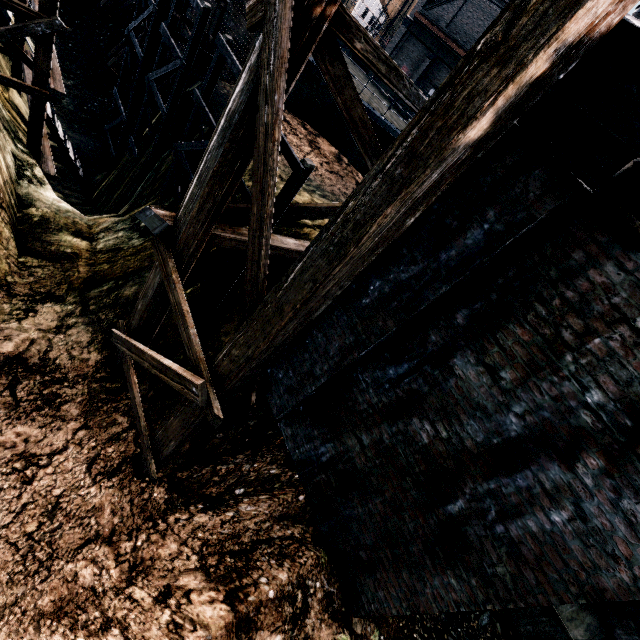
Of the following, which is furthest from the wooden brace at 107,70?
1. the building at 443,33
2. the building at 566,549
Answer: the building at 566,549

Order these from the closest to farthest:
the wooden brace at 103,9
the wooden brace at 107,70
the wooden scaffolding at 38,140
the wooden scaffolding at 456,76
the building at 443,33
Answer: the wooden scaffolding at 456,76 → the wooden scaffolding at 38,140 → the wooden brace at 107,70 → the wooden brace at 103,9 → the building at 443,33

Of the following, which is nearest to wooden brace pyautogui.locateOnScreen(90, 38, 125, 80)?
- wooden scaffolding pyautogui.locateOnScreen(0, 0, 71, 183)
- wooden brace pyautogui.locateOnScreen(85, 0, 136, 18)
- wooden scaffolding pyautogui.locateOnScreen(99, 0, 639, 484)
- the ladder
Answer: wooden brace pyautogui.locateOnScreen(85, 0, 136, 18)

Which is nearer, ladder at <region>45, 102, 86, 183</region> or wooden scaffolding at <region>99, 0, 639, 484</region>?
wooden scaffolding at <region>99, 0, 639, 484</region>

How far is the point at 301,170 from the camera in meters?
6.7 m

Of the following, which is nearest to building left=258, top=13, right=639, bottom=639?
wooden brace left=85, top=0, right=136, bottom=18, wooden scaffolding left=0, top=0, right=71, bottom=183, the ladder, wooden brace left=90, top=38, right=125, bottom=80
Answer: wooden scaffolding left=0, top=0, right=71, bottom=183

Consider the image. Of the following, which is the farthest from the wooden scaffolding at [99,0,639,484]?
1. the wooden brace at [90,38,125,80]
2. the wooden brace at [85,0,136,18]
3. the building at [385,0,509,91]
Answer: the wooden brace at [85,0,136,18]

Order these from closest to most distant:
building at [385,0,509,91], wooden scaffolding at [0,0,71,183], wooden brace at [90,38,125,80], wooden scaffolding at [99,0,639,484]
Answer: wooden scaffolding at [99,0,639,484] < wooden scaffolding at [0,0,71,183] < wooden brace at [90,38,125,80] < building at [385,0,509,91]
